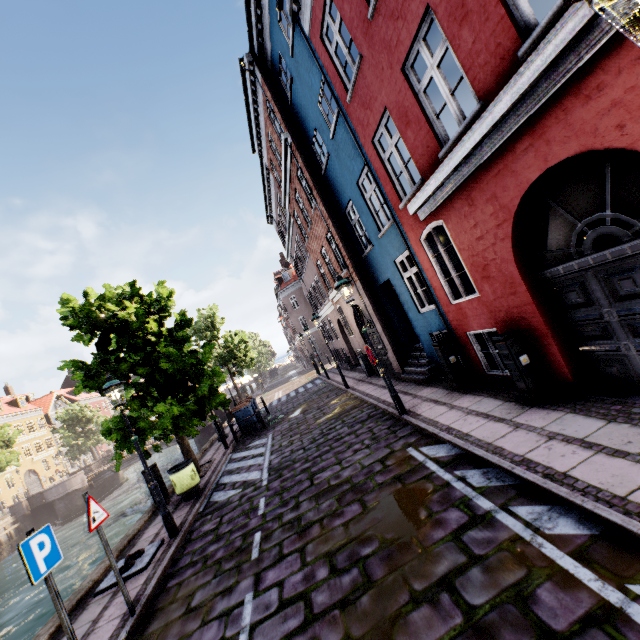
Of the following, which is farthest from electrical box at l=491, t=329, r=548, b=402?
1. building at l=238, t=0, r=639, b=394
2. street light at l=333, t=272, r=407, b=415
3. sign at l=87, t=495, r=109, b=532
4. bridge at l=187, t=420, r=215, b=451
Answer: bridge at l=187, t=420, r=215, b=451

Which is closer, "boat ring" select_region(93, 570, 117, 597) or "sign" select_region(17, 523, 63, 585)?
"sign" select_region(17, 523, 63, 585)

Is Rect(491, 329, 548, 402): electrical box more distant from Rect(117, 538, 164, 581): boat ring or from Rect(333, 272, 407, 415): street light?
Rect(117, 538, 164, 581): boat ring

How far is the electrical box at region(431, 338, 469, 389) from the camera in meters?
8.0 m

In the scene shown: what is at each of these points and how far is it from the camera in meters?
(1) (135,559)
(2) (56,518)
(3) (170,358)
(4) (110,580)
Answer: (1) boat ring, 6.6
(2) bridge, 28.0
(3) tree, 10.4
(4) boat ring, 6.3

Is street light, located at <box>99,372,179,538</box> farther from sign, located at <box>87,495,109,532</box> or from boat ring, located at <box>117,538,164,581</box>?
sign, located at <box>87,495,109,532</box>

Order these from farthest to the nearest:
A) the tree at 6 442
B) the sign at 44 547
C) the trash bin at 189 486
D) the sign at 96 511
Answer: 1. the tree at 6 442
2. the trash bin at 189 486
3. the sign at 96 511
4. the sign at 44 547

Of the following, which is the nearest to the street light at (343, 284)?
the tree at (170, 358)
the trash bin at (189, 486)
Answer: the tree at (170, 358)
